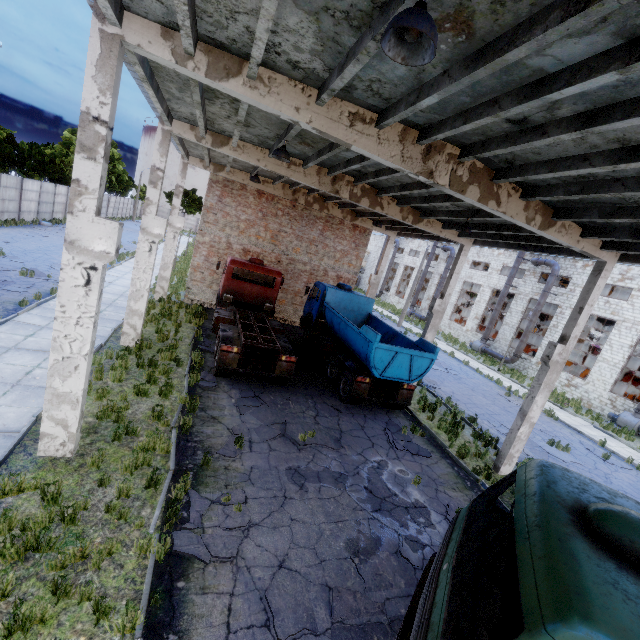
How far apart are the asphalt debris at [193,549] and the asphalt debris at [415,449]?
5.5m

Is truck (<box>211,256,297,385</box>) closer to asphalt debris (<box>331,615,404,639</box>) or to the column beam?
asphalt debris (<box>331,615,404,639</box>)

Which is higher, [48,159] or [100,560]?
[48,159]

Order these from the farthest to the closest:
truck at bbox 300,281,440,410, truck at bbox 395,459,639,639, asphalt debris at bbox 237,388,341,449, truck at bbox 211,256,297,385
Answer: truck at bbox 300,281,440,410 < truck at bbox 211,256,297,385 < asphalt debris at bbox 237,388,341,449 < truck at bbox 395,459,639,639

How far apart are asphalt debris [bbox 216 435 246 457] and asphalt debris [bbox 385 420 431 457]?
4.8m

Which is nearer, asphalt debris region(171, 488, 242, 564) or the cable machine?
asphalt debris region(171, 488, 242, 564)

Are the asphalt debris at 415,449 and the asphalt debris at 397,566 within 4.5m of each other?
yes

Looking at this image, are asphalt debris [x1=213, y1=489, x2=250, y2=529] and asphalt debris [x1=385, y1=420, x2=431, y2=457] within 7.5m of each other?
yes
